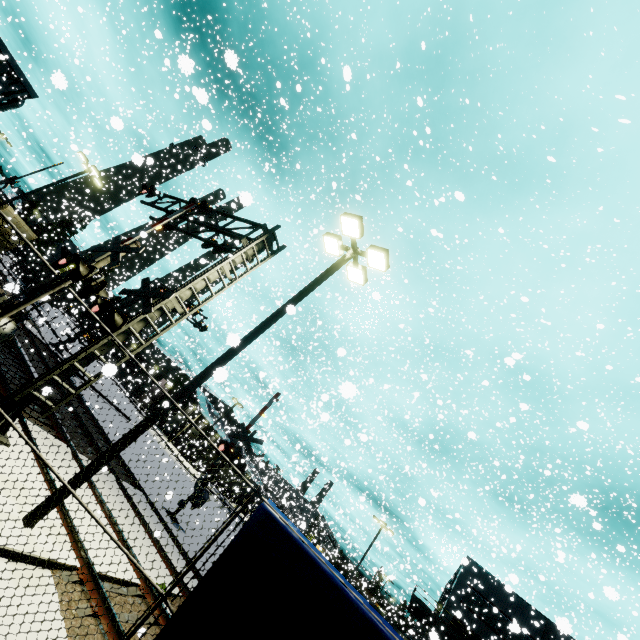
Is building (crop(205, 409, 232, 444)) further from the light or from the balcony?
the light

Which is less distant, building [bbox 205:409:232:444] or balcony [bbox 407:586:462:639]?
balcony [bbox 407:586:462:639]

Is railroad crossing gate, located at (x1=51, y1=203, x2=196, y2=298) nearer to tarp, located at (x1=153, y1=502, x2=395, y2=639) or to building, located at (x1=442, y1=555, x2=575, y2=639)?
tarp, located at (x1=153, y1=502, x2=395, y2=639)

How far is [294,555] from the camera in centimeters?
412cm

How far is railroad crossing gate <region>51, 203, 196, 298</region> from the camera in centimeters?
798cm

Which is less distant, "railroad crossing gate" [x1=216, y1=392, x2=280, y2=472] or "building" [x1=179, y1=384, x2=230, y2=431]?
"railroad crossing gate" [x1=216, y1=392, x2=280, y2=472]

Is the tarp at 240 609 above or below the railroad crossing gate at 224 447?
below

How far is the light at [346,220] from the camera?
7.4m
